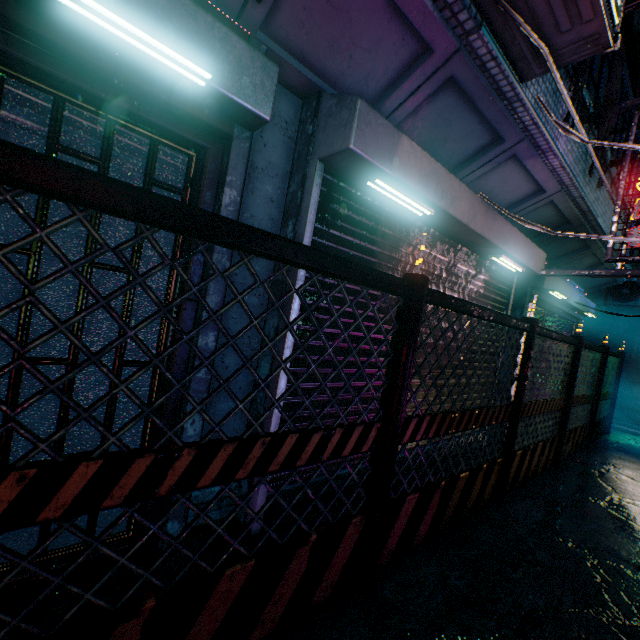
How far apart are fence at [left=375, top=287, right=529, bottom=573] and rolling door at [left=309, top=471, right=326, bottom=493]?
0.6 meters

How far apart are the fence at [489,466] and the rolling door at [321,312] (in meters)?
0.62

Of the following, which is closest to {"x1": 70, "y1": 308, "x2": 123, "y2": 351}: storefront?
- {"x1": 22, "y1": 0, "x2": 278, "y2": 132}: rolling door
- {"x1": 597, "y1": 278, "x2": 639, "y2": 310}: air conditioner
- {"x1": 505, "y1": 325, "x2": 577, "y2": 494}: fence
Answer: {"x1": 22, "y1": 0, "x2": 278, "y2": 132}: rolling door

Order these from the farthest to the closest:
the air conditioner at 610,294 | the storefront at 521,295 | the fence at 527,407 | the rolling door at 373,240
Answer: the air conditioner at 610,294
the storefront at 521,295
the fence at 527,407
the rolling door at 373,240

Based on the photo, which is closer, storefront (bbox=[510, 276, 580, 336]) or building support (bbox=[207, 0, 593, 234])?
building support (bbox=[207, 0, 593, 234])

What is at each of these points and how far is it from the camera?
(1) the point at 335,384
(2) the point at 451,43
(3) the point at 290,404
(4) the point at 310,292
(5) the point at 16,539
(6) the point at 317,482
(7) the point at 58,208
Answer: A:
(1) rolling door, 2.49m
(2) building support, 2.03m
(3) rolling door, 2.26m
(4) rolling door, 2.24m
(5) storefront, 1.68m
(6) rolling door, 2.48m
(7) storefront, 1.80m

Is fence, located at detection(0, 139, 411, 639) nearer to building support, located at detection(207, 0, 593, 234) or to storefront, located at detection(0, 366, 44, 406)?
storefront, located at detection(0, 366, 44, 406)

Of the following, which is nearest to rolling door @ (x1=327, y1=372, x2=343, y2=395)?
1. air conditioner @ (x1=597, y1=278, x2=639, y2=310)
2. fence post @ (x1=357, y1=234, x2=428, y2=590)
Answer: fence post @ (x1=357, y1=234, x2=428, y2=590)
